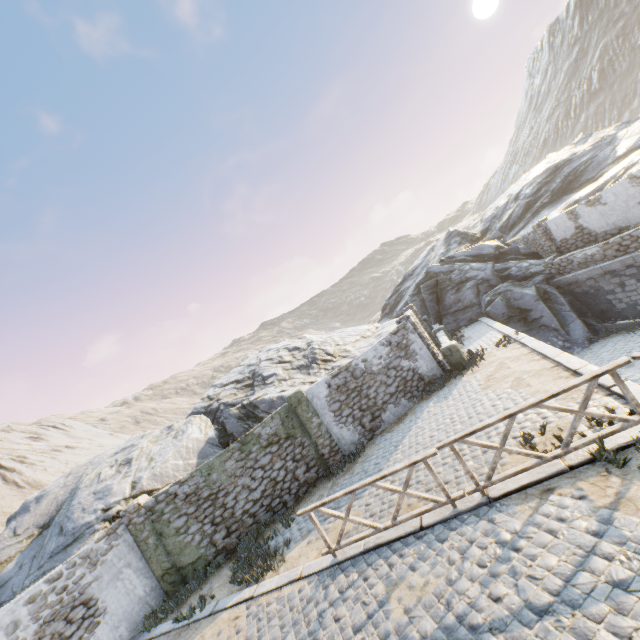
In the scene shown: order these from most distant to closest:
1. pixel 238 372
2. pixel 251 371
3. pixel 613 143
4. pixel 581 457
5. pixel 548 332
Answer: pixel 613 143
pixel 238 372
pixel 251 371
pixel 548 332
pixel 581 457

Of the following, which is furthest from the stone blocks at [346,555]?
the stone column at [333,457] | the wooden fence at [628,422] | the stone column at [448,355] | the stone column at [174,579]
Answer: the stone column at [333,457]

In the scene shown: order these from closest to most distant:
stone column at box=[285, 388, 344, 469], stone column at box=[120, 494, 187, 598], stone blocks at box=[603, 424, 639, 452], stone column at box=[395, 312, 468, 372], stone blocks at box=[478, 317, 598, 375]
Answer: stone blocks at box=[603, 424, 639, 452]
stone blocks at box=[478, 317, 598, 375]
stone column at box=[120, 494, 187, 598]
stone column at box=[285, 388, 344, 469]
stone column at box=[395, 312, 468, 372]

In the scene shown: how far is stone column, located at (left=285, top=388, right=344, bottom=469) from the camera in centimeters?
1185cm

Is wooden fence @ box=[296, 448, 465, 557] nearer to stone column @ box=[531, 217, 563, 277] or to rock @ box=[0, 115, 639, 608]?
rock @ box=[0, 115, 639, 608]

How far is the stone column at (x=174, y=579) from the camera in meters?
10.0

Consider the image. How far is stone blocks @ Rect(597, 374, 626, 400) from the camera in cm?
626

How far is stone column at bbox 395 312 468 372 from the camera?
13.37m
